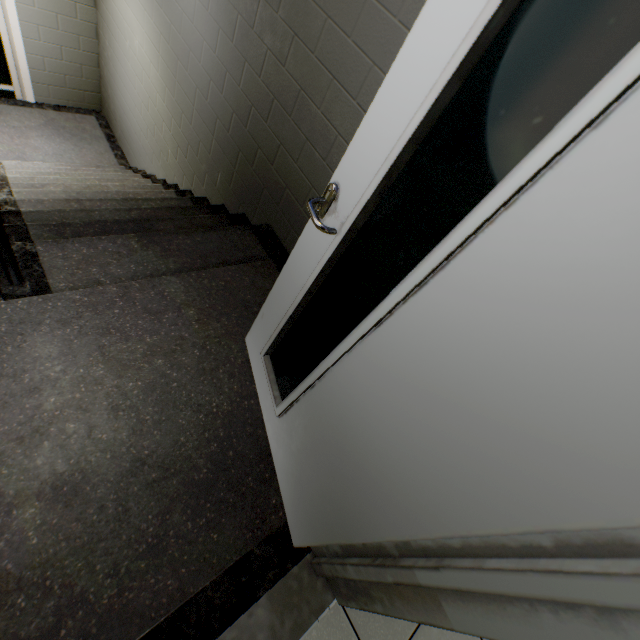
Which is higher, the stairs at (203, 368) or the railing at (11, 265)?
the railing at (11, 265)

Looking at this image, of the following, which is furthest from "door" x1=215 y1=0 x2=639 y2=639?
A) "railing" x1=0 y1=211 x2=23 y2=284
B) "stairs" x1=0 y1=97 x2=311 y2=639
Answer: "railing" x1=0 y1=211 x2=23 y2=284

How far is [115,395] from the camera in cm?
133

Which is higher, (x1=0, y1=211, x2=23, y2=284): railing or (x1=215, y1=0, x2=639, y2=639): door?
(x1=215, y1=0, x2=639, y2=639): door

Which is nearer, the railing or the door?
the door

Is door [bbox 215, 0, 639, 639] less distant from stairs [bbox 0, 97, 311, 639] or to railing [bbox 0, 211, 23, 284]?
stairs [bbox 0, 97, 311, 639]

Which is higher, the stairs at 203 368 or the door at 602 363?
the door at 602 363

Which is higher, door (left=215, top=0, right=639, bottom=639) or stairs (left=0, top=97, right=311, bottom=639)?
door (left=215, top=0, right=639, bottom=639)
